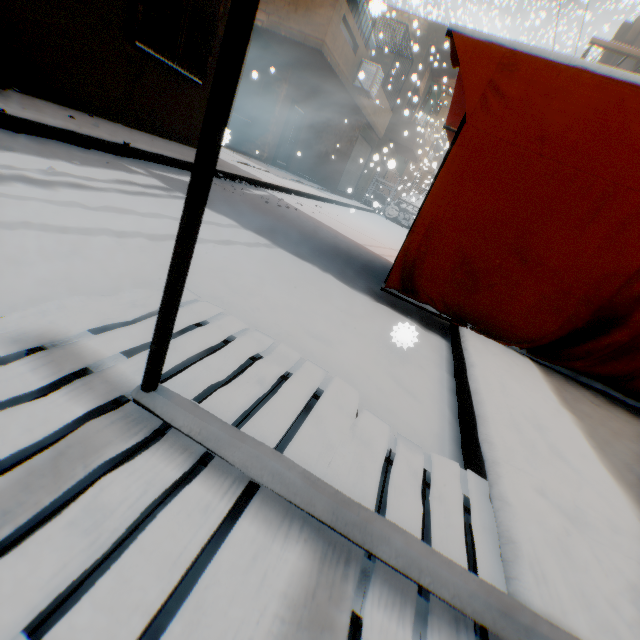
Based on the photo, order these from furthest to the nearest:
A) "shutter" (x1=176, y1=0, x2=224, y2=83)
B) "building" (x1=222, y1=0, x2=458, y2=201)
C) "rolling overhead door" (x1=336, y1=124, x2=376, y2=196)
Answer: "rolling overhead door" (x1=336, y1=124, x2=376, y2=196)
"building" (x1=222, y1=0, x2=458, y2=201)
"shutter" (x1=176, y1=0, x2=224, y2=83)

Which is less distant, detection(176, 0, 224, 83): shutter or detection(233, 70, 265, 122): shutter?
detection(176, 0, 224, 83): shutter

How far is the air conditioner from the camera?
11.12m

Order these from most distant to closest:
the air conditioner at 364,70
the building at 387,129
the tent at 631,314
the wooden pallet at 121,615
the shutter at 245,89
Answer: the shutter at 245,89
the air conditioner at 364,70
the building at 387,129
the tent at 631,314
the wooden pallet at 121,615

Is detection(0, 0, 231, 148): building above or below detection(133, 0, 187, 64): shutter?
below

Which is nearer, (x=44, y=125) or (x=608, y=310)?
(x=608, y=310)

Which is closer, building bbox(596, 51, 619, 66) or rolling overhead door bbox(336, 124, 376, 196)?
building bbox(596, 51, 619, 66)

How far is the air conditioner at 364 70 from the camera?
11.1m
